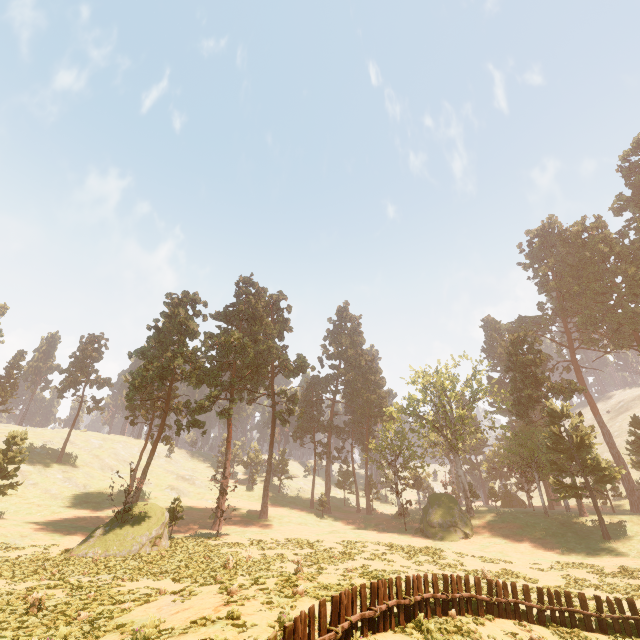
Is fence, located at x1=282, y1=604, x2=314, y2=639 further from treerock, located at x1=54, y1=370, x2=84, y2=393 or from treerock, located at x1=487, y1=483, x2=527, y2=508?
treerock, located at x1=54, y1=370, x2=84, y2=393

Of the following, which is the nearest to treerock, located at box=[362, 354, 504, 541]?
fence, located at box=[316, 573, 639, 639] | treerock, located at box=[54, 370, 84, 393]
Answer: fence, located at box=[316, 573, 639, 639]

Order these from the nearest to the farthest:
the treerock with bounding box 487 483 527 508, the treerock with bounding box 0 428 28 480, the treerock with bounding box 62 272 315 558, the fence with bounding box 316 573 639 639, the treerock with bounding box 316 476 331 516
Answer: the fence with bounding box 316 573 639 639
the treerock with bounding box 62 272 315 558
the treerock with bounding box 0 428 28 480
the treerock with bounding box 487 483 527 508
the treerock with bounding box 316 476 331 516

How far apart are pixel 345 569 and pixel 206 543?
14.0 meters

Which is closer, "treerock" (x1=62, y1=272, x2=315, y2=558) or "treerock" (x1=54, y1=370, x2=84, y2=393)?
"treerock" (x1=62, y1=272, x2=315, y2=558)

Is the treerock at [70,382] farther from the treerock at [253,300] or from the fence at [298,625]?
the fence at [298,625]

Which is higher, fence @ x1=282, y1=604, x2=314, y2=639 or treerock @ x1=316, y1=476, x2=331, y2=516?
treerock @ x1=316, y1=476, x2=331, y2=516

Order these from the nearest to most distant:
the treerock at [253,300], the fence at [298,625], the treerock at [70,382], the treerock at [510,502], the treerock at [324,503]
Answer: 1. the fence at [298,625]
2. the treerock at [253,300]
3. the treerock at [510,502]
4. the treerock at [324,503]
5. the treerock at [70,382]
